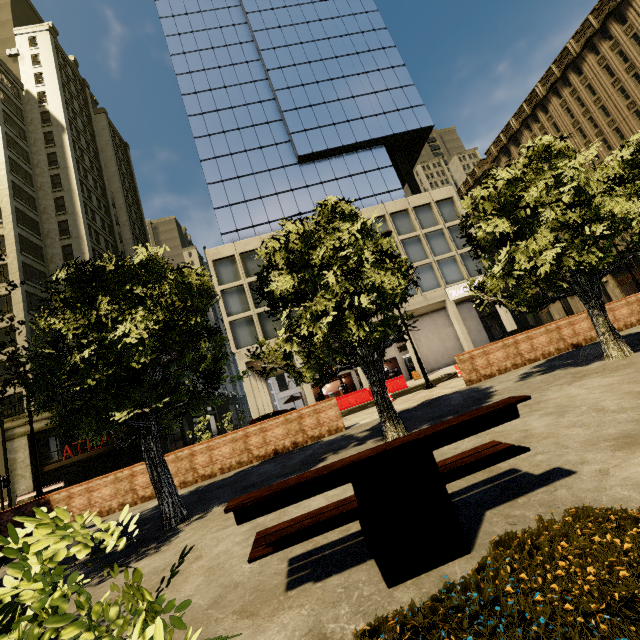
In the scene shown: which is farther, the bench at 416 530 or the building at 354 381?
the building at 354 381

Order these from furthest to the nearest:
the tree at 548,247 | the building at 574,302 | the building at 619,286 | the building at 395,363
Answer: the building at 574,302, the building at 619,286, the building at 395,363, the tree at 548,247

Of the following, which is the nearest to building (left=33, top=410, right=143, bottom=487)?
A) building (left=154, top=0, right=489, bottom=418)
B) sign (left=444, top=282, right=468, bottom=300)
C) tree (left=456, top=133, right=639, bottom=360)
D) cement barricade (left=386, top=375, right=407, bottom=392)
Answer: tree (left=456, top=133, right=639, bottom=360)

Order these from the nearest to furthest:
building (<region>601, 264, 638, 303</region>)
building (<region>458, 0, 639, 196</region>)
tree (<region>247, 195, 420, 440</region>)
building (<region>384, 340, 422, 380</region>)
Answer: tree (<region>247, 195, 420, 440</region>) < building (<region>384, 340, 422, 380</region>) < building (<region>458, 0, 639, 196</region>) < building (<region>601, 264, 638, 303</region>)

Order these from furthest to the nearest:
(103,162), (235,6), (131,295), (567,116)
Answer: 1. (103,162)
2. (235,6)
3. (567,116)
4. (131,295)

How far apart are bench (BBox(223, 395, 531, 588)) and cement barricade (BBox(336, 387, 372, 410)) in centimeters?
1901cm

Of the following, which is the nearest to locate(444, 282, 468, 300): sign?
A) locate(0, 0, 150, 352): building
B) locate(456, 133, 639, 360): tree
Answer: locate(456, 133, 639, 360): tree

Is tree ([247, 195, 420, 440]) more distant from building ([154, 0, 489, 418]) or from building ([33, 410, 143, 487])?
building ([154, 0, 489, 418])
